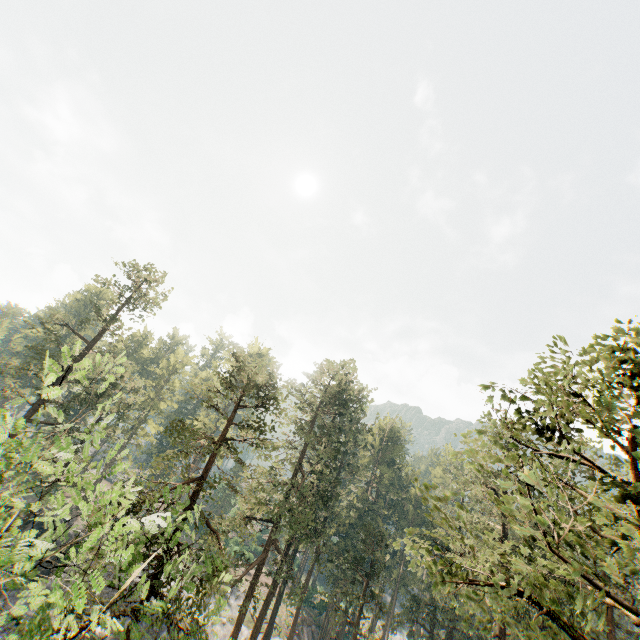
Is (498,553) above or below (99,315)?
below

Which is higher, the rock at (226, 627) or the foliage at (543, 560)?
the foliage at (543, 560)

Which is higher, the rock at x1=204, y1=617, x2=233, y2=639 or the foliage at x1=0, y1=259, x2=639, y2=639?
the foliage at x1=0, y1=259, x2=639, y2=639

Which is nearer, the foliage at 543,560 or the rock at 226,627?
the foliage at 543,560

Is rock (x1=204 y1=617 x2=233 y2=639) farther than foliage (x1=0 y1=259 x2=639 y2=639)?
Yes
